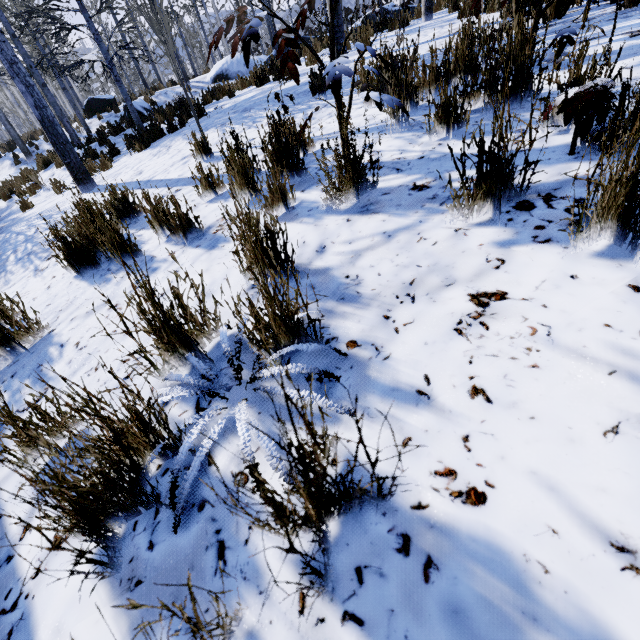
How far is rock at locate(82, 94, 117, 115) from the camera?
17.0 meters

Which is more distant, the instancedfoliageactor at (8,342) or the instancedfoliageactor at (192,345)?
the instancedfoliageactor at (8,342)

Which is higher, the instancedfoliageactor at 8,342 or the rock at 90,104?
the rock at 90,104

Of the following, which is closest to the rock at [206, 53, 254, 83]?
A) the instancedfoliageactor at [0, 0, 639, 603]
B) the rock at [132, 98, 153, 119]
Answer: the rock at [132, 98, 153, 119]

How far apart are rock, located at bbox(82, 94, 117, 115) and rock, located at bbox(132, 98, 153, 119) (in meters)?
3.88

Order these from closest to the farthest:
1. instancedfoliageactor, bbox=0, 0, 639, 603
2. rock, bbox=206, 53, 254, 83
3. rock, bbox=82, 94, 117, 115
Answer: instancedfoliageactor, bbox=0, 0, 639, 603, rock, bbox=206, 53, 254, 83, rock, bbox=82, 94, 117, 115

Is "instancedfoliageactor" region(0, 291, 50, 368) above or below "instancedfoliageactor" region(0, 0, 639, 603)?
below

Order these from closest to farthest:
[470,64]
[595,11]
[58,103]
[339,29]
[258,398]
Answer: [258,398] < [470,64] < [595,11] < [339,29] < [58,103]
